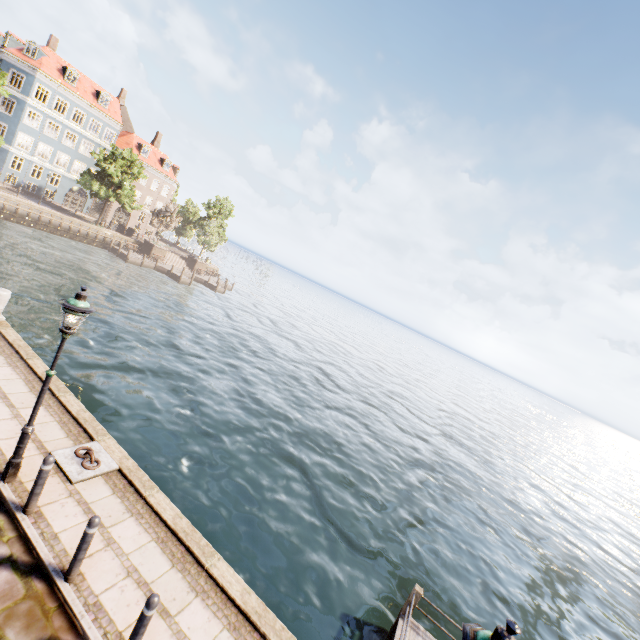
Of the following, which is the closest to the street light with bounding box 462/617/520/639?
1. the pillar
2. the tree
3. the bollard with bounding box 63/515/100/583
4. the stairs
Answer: the bollard with bounding box 63/515/100/583

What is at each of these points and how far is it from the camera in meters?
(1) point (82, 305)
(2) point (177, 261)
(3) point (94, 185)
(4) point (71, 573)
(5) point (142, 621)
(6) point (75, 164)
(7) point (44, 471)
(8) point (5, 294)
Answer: (1) street light, 5.4 m
(2) stairs, 50.8 m
(3) tree, 37.5 m
(4) bollard, 4.8 m
(5) bollard, 4.1 m
(6) building, 43.8 m
(7) bollard, 5.4 m
(8) pillar, 10.3 m

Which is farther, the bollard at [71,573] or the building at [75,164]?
the building at [75,164]

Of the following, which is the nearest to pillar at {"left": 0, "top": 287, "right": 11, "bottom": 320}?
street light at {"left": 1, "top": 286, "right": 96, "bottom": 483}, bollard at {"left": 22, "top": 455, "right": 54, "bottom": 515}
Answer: street light at {"left": 1, "top": 286, "right": 96, "bottom": 483}

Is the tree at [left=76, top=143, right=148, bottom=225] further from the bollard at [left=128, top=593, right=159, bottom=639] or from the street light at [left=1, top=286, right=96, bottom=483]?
the street light at [left=1, top=286, right=96, bottom=483]

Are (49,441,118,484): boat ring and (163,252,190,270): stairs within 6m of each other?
no

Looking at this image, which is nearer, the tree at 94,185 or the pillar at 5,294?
the pillar at 5,294

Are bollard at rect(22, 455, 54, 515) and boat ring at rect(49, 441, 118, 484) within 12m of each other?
yes
